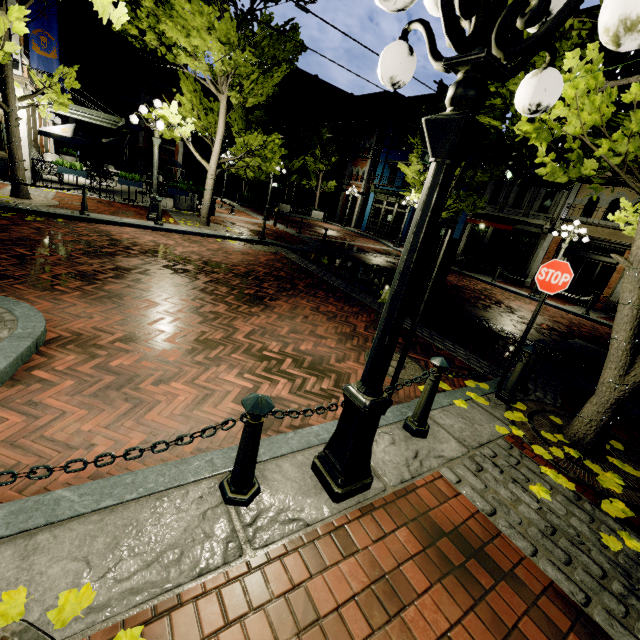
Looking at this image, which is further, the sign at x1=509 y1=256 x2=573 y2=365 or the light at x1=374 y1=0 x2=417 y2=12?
the sign at x1=509 y1=256 x2=573 y2=365

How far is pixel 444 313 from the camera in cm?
902

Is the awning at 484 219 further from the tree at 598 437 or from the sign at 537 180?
the sign at 537 180

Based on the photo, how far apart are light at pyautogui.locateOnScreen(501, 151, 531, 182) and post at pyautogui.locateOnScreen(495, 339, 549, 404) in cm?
949

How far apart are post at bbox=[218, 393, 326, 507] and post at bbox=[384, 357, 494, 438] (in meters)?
1.73

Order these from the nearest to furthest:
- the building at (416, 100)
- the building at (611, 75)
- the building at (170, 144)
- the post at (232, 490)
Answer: the post at (232, 490)
the building at (611, 75)
the building at (416, 100)
the building at (170, 144)

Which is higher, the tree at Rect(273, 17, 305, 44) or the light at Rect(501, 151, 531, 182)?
the tree at Rect(273, 17, 305, 44)

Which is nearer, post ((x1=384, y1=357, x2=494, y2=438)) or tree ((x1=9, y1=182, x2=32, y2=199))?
post ((x1=384, y1=357, x2=494, y2=438))
